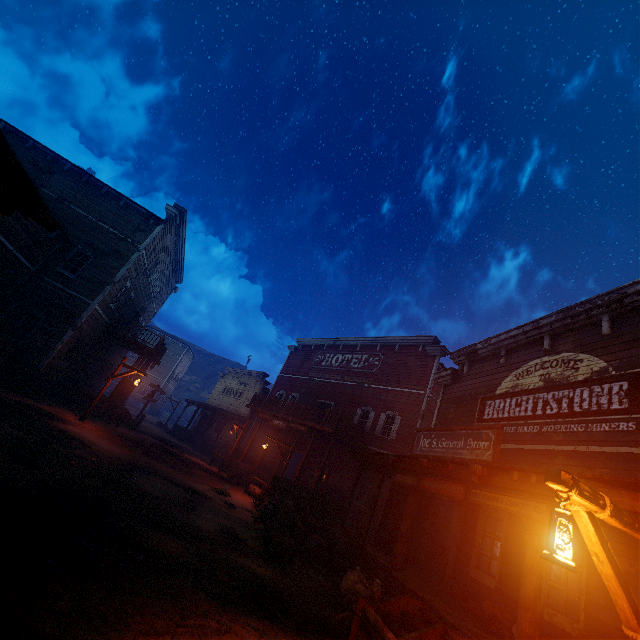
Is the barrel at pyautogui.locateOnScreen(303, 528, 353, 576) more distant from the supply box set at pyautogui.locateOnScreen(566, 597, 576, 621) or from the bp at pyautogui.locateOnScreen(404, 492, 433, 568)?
the supply box set at pyautogui.locateOnScreen(566, 597, 576, 621)

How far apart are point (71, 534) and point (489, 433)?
7.9 meters

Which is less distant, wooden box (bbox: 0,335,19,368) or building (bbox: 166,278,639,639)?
building (bbox: 166,278,639,639)

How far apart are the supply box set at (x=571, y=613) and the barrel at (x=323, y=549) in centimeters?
556cm

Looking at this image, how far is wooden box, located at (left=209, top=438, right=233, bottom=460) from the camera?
24.7m

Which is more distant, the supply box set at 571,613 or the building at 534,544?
the supply box set at 571,613

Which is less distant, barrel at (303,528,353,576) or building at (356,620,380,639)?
building at (356,620,380,639)

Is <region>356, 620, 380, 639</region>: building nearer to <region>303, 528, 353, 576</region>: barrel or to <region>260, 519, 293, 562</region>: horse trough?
<region>303, 528, 353, 576</region>: barrel
